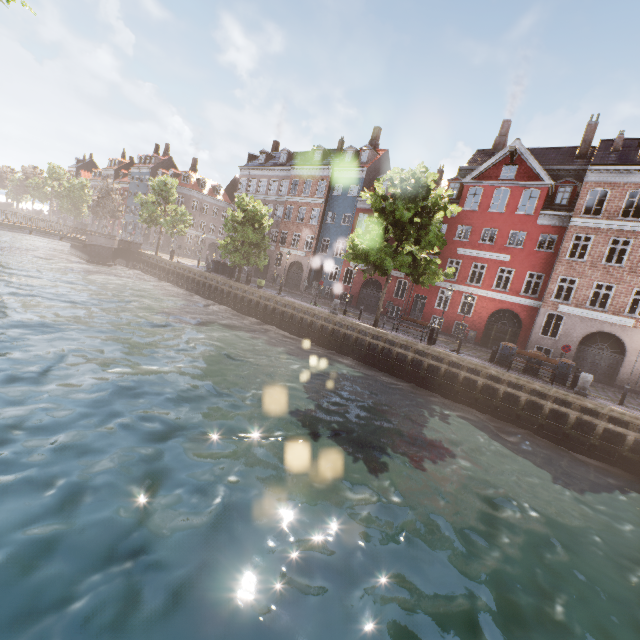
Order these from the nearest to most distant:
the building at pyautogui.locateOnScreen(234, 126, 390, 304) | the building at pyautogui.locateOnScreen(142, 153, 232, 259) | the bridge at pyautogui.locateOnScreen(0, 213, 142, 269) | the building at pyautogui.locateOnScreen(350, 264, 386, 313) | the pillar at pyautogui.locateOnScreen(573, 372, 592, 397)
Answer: the pillar at pyautogui.locateOnScreen(573, 372, 592, 397) → the building at pyautogui.locateOnScreen(350, 264, 386, 313) → the bridge at pyautogui.locateOnScreen(0, 213, 142, 269) → the building at pyautogui.locateOnScreen(234, 126, 390, 304) → the building at pyautogui.locateOnScreen(142, 153, 232, 259)

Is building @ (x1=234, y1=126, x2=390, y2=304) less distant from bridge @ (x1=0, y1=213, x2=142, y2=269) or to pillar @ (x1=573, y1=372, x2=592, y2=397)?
pillar @ (x1=573, y1=372, x2=592, y2=397)

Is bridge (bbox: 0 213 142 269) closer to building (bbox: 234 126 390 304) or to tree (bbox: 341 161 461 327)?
tree (bbox: 341 161 461 327)

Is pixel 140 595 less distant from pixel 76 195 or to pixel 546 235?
pixel 546 235

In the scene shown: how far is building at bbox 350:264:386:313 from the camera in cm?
3170

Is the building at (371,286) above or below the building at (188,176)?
below

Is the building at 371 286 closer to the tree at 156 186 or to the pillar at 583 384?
the tree at 156 186

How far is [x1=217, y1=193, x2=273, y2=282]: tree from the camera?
27.9m
